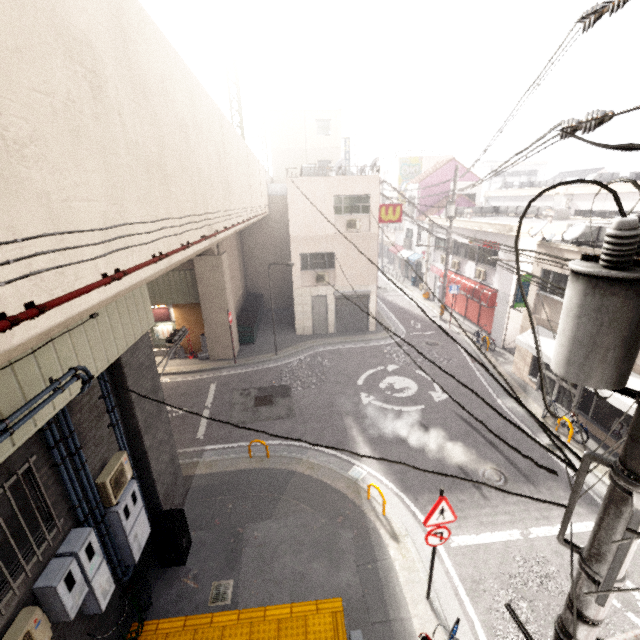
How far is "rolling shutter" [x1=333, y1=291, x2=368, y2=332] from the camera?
19.4 meters

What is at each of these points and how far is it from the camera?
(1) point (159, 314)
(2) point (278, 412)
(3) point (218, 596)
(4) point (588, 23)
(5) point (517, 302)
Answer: (1) sign, 17.0 meters
(2) manhole, 12.8 meters
(3) storm drain, 6.8 meters
(4) utility pole, 2.1 meters
(5) sign, 13.5 meters

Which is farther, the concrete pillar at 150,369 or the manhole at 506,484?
the manhole at 506,484

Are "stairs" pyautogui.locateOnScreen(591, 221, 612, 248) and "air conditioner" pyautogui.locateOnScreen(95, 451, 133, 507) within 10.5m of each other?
no

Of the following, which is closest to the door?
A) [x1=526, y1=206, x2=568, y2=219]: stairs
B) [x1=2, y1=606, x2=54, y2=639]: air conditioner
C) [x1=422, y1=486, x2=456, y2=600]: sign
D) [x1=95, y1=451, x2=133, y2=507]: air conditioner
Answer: [x1=526, y1=206, x2=568, y2=219]: stairs

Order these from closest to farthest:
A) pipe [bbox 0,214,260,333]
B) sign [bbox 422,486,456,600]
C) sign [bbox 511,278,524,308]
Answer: pipe [bbox 0,214,260,333] < sign [bbox 422,486,456,600] < sign [bbox 511,278,524,308]

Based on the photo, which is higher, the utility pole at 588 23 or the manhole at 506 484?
the utility pole at 588 23

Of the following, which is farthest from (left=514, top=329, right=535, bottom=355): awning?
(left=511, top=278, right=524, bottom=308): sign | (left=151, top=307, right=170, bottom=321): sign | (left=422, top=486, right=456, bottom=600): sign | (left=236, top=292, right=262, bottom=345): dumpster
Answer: (left=151, top=307, right=170, bottom=321): sign
